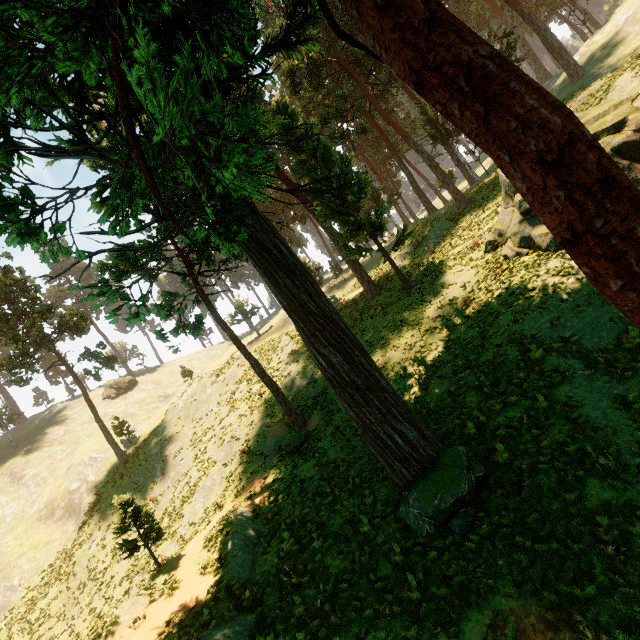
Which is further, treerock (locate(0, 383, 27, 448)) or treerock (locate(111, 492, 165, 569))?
treerock (locate(0, 383, 27, 448))

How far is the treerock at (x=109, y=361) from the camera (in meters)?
32.06

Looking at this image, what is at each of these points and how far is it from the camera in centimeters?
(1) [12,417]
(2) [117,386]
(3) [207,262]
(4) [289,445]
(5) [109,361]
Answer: (1) treerock, 4600cm
(2) treerock, 5347cm
(3) treerock, 2272cm
(4) treerock, 1697cm
(5) treerock, 3312cm

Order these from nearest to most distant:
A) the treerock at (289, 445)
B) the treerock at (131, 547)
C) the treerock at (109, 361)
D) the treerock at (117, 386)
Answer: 1. the treerock at (131, 547)
2. the treerock at (289, 445)
3. the treerock at (109, 361)
4. the treerock at (117, 386)

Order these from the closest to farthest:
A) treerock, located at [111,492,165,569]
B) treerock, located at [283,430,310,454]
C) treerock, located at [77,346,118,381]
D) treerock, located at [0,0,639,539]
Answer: treerock, located at [0,0,639,539]
treerock, located at [111,492,165,569]
treerock, located at [283,430,310,454]
treerock, located at [77,346,118,381]

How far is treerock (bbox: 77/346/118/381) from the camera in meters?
32.1 m
